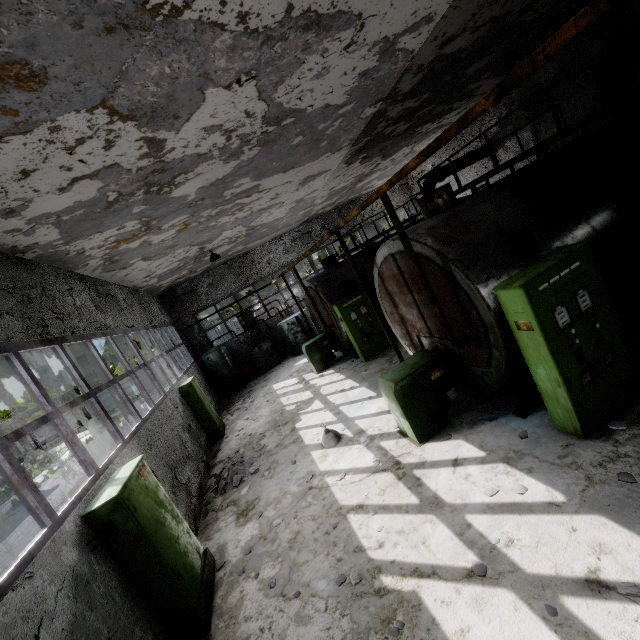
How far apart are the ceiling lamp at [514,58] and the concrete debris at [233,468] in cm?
1297

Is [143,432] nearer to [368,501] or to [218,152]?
[368,501]

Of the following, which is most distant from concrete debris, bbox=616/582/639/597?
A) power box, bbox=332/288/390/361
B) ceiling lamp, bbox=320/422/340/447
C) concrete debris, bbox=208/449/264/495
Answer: power box, bbox=332/288/390/361

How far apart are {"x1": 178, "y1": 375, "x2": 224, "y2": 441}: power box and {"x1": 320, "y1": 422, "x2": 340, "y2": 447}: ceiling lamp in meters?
5.7

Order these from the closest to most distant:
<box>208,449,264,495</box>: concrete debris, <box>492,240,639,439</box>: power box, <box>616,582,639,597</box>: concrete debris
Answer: <box>616,582,639,597</box>: concrete debris
<box>492,240,639,439</box>: power box
<box>208,449,264,495</box>: concrete debris

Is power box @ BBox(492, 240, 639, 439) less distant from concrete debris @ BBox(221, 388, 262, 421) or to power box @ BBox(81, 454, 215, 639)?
power box @ BBox(81, 454, 215, 639)

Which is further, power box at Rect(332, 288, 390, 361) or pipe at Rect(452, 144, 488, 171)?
pipe at Rect(452, 144, 488, 171)

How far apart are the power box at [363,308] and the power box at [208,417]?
5.97m
